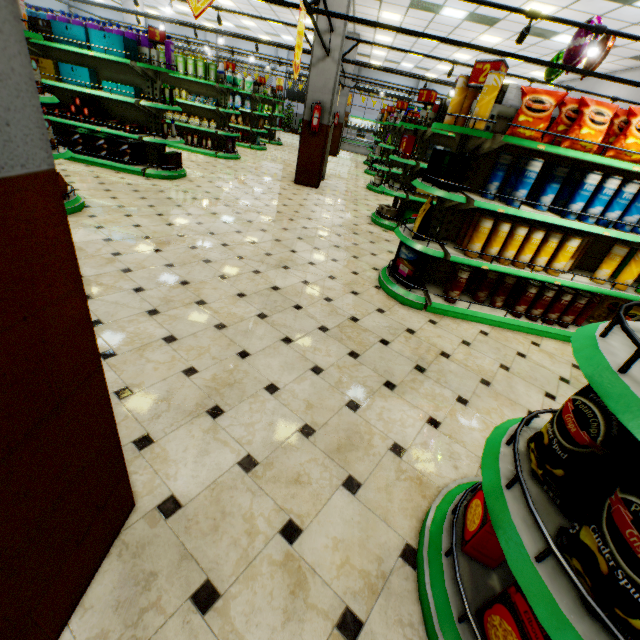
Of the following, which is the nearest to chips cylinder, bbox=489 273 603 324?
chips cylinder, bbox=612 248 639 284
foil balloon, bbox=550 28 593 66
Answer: chips cylinder, bbox=612 248 639 284

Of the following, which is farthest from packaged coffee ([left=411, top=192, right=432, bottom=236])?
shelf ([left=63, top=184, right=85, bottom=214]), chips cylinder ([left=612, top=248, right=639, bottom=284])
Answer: shelf ([left=63, top=184, right=85, bottom=214])

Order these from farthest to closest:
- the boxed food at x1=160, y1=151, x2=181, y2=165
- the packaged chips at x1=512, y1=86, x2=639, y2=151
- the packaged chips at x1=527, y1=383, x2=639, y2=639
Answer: the boxed food at x1=160, y1=151, x2=181, y2=165
the packaged chips at x1=512, y1=86, x2=639, y2=151
the packaged chips at x1=527, y1=383, x2=639, y2=639

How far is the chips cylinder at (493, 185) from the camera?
3.22m

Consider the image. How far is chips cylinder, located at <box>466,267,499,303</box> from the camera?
3.9 meters

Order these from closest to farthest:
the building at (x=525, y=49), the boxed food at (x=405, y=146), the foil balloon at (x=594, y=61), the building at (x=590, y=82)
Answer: the foil balloon at (x=594, y=61) < the boxed food at (x=405, y=146) < the building at (x=525, y=49) < the building at (x=590, y=82)

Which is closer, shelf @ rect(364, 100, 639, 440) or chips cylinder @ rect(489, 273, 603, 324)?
shelf @ rect(364, 100, 639, 440)

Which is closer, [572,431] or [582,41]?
[572,431]
